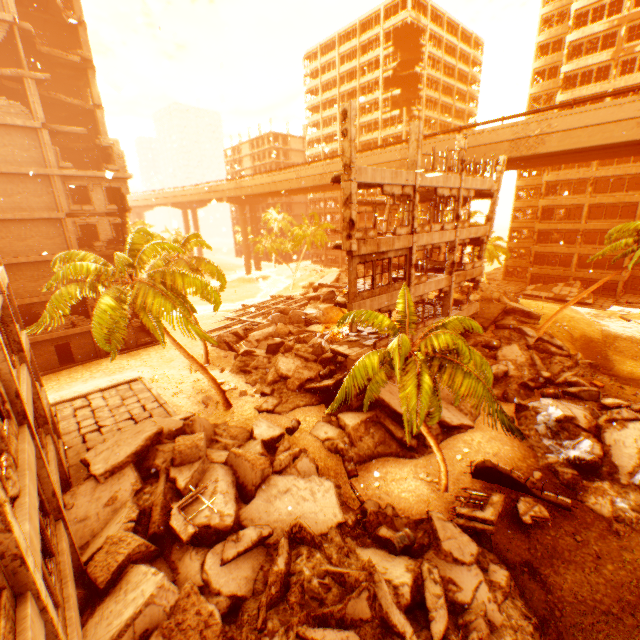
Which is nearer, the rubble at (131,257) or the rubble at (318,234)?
the rubble at (131,257)

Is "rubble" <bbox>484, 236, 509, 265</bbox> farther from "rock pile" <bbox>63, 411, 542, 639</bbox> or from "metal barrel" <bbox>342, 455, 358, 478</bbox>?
"metal barrel" <bbox>342, 455, 358, 478</bbox>

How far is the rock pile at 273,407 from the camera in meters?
20.3 m

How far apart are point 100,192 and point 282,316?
18.5 meters

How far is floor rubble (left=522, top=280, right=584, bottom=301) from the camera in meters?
A: 40.1 m

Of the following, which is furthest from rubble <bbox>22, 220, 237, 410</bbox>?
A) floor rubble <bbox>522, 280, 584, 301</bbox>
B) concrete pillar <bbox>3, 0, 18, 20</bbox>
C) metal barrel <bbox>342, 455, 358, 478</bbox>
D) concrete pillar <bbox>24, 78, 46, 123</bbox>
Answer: concrete pillar <bbox>3, 0, 18, 20</bbox>

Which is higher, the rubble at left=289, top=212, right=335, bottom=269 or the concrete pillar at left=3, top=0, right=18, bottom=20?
the concrete pillar at left=3, top=0, right=18, bottom=20

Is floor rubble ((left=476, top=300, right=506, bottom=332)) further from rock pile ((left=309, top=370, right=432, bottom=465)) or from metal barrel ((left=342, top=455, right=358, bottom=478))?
metal barrel ((left=342, top=455, right=358, bottom=478))
